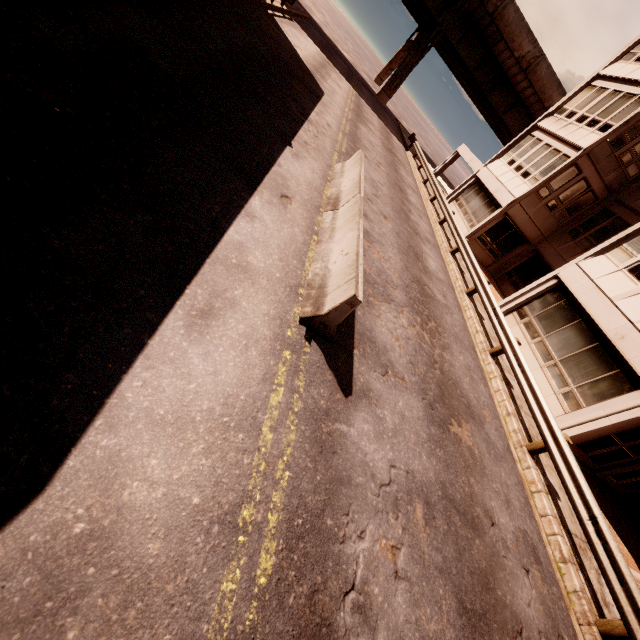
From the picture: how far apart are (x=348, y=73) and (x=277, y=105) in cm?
2877

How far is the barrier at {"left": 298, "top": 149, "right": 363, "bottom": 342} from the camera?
4.9m

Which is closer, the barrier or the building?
the barrier

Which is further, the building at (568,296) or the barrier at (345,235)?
the building at (568,296)

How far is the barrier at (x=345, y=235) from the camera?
4.89m
